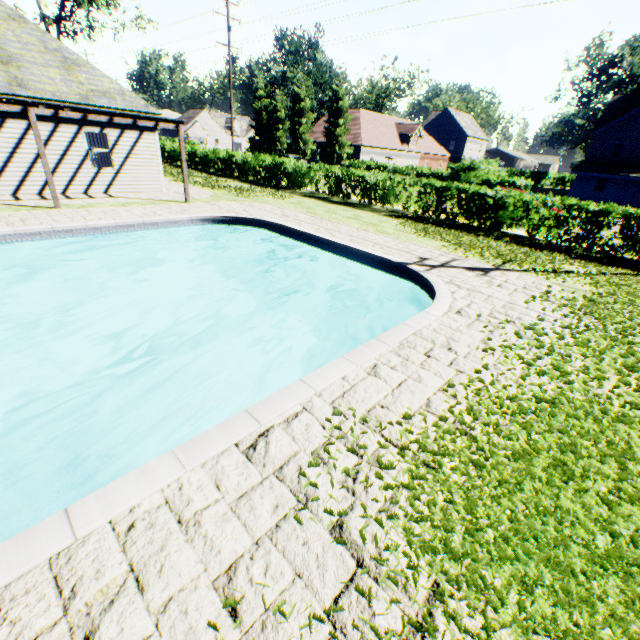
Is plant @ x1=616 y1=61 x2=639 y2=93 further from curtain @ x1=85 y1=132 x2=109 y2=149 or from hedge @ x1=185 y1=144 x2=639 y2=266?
curtain @ x1=85 y1=132 x2=109 y2=149

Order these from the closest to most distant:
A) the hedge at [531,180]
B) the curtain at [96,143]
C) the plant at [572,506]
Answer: the plant at [572,506]
the hedge at [531,180]
the curtain at [96,143]

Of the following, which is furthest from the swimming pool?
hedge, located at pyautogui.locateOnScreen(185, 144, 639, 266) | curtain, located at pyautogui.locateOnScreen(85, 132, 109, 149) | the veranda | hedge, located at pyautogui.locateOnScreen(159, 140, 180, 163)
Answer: hedge, located at pyautogui.locateOnScreen(159, 140, 180, 163)

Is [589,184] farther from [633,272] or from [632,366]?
[632,366]

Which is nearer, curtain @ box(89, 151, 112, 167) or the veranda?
the veranda

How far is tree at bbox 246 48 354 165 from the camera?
37.88m

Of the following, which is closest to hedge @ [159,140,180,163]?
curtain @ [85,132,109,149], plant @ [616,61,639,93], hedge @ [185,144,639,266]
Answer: hedge @ [185,144,639,266]

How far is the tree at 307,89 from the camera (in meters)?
37.88
